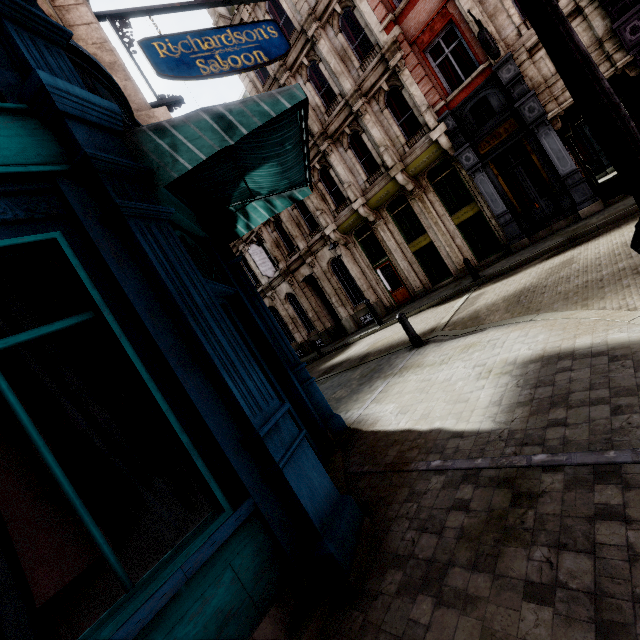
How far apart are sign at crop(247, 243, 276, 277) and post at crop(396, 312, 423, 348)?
13.86m

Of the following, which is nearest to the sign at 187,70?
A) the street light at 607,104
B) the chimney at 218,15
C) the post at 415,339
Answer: the street light at 607,104

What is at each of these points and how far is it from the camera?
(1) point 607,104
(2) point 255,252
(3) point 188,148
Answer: (1) street light, 1.6 meters
(2) sign, 21.0 meters
(3) awning, 3.0 meters

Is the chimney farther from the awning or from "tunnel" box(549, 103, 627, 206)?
the awning

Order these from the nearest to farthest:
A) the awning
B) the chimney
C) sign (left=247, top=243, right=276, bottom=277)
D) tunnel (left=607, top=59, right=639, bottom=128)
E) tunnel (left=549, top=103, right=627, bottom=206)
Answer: the awning → tunnel (left=607, top=59, right=639, bottom=128) → tunnel (left=549, top=103, right=627, bottom=206) → the chimney → sign (left=247, top=243, right=276, bottom=277)

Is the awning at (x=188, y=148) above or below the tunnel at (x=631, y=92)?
above

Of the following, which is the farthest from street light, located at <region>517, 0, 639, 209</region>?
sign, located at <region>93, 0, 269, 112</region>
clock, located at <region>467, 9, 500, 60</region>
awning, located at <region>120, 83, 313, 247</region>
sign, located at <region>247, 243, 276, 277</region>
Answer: sign, located at <region>247, 243, 276, 277</region>

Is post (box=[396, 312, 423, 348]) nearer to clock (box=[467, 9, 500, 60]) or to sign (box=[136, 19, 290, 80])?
sign (box=[136, 19, 290, 80])
